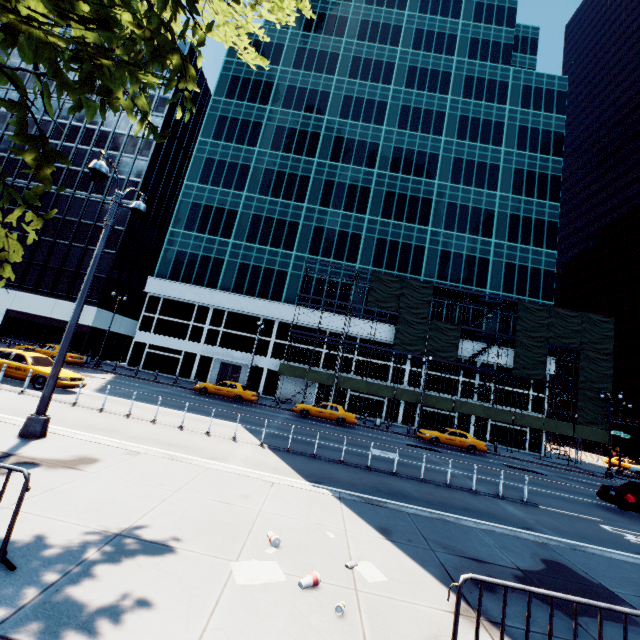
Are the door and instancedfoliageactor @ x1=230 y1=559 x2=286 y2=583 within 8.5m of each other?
no

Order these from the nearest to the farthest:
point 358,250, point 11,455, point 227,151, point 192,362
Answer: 1. point 11,455
2. point 192,362
3. point 358,250
4. point 227,151

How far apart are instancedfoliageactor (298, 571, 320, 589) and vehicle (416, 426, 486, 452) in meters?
23.4

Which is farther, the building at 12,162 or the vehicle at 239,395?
the building at 12,162

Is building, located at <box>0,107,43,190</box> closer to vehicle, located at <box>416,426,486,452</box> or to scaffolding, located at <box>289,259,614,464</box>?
scaffolding, located at <box>289,259,614,464</box>

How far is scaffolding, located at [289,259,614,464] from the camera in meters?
32.2 m

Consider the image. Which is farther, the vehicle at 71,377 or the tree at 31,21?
the vehicle at 71,377

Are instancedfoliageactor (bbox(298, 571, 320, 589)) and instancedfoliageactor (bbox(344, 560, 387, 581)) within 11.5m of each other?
yes
